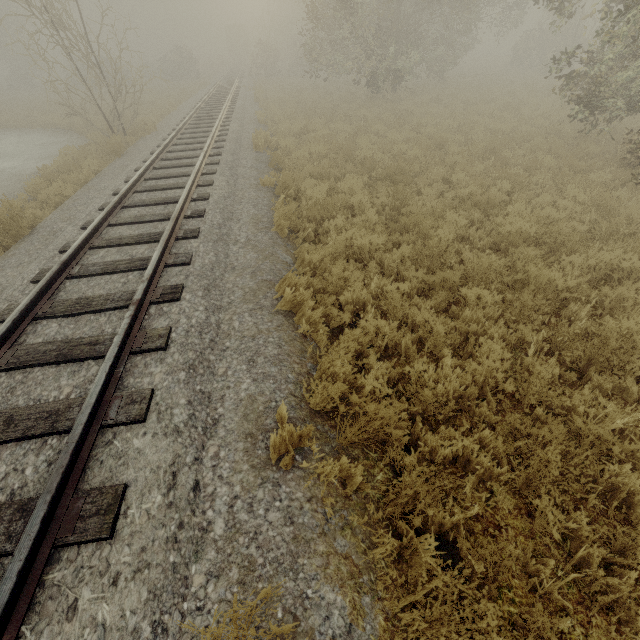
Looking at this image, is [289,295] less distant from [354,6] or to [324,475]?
[324,475]

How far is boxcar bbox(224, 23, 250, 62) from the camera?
49.84m

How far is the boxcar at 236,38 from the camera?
49.84m
